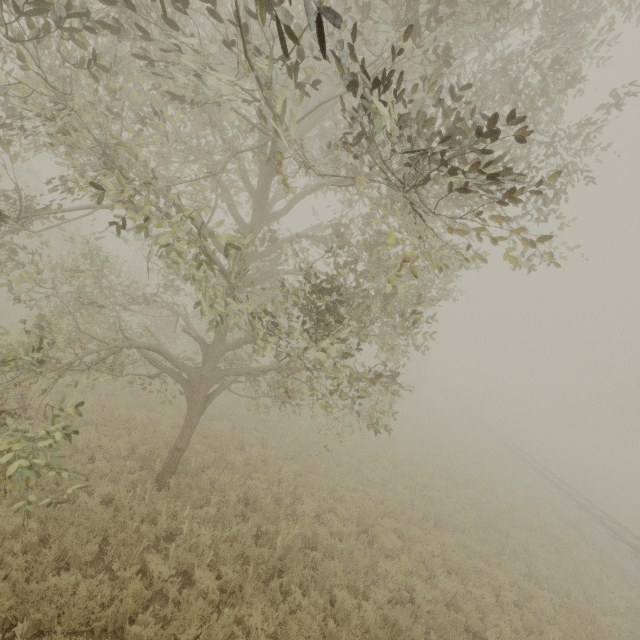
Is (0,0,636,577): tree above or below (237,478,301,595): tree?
above

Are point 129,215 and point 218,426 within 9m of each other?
no

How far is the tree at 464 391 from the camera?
54.6 meters

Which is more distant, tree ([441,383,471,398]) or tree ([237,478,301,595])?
tree ([441,383,471,398])

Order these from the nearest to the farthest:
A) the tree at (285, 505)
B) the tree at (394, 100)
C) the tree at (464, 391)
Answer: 1. the tree at (394, 100)
2. the tree at (285, 505)
3. the tree at (464, 391)

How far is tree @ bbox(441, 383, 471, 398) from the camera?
54.6m

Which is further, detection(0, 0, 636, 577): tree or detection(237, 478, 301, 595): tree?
detection(237, 478, 301, 595): tree

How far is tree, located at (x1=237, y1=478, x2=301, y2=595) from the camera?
6.7m
